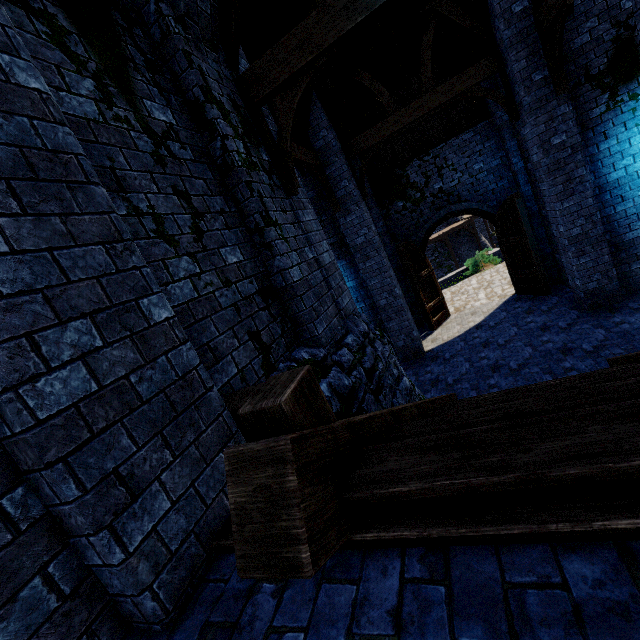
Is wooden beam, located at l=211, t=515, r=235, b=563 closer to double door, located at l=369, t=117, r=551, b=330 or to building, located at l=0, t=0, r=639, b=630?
building, located at l=0, t=0, r=639, b=630

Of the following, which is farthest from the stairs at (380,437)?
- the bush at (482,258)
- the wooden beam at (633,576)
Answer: the bush at (482,258)

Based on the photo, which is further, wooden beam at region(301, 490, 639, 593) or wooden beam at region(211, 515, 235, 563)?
wooden beam at region(211, 515, 235, 563)

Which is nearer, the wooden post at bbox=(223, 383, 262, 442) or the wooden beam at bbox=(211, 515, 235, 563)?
the wooden beam at bbox=(211, 515, 235, 563)

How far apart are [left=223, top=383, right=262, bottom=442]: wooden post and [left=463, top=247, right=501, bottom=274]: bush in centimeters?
1828cm

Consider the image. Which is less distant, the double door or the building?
the building

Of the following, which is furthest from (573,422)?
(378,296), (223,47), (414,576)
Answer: (378,296)

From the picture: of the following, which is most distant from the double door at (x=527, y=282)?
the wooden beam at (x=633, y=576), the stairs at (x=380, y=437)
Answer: the wooden beam at (x=633, y=576)
